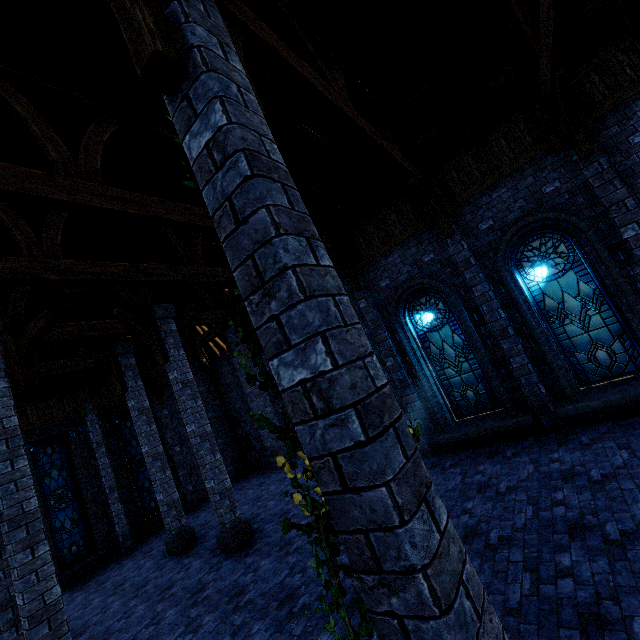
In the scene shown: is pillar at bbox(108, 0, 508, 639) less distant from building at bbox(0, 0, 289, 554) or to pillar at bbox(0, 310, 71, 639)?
building at bbox(0, 0, 289, 554)

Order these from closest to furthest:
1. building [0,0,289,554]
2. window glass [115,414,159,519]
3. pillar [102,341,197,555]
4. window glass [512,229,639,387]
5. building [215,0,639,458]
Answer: building [0,0,289,554] < building [215,0,639,458] < window glass [512,229,639,387] < pillar [102,341,197,555] < window glass [115,414,159,519]

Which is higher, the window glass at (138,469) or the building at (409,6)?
the building at (409,6)

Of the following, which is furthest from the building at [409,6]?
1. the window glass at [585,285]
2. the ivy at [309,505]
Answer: the window glass at [585,285]

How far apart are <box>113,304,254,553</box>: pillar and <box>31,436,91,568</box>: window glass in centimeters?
766cm

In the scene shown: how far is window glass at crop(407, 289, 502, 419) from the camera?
8.66m

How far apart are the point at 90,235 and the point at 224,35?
7.4 meters

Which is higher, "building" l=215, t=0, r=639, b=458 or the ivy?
"building" l=215, t=0, r=639, b=458
